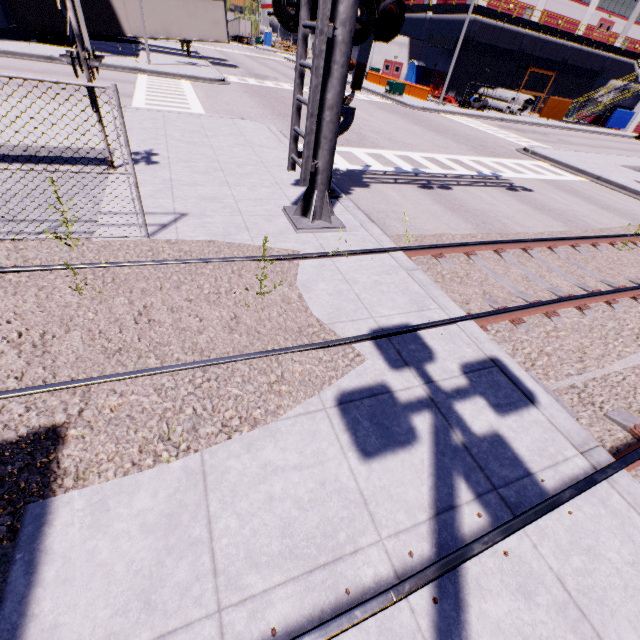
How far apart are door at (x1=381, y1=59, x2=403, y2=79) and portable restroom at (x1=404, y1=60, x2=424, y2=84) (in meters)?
0.77

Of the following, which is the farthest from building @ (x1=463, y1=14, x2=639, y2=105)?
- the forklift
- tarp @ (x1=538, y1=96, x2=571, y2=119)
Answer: the forklift

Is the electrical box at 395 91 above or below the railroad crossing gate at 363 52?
below

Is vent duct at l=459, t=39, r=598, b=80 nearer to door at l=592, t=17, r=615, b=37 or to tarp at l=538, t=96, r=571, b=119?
tarp at l=538, t=96, r=571, b=119

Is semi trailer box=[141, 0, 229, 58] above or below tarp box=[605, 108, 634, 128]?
above

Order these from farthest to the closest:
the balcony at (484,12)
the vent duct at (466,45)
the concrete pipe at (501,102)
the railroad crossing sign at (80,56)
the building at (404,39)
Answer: the building at (404,39)
the concrete pipe at (501,102)
the vent duct at (466,45)
the balcony at (484,12)
the railroad crossing sign at (80,56)

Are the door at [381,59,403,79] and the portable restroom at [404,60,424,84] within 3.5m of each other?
yes

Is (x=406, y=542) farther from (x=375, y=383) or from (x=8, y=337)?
(x=8, y=337)
